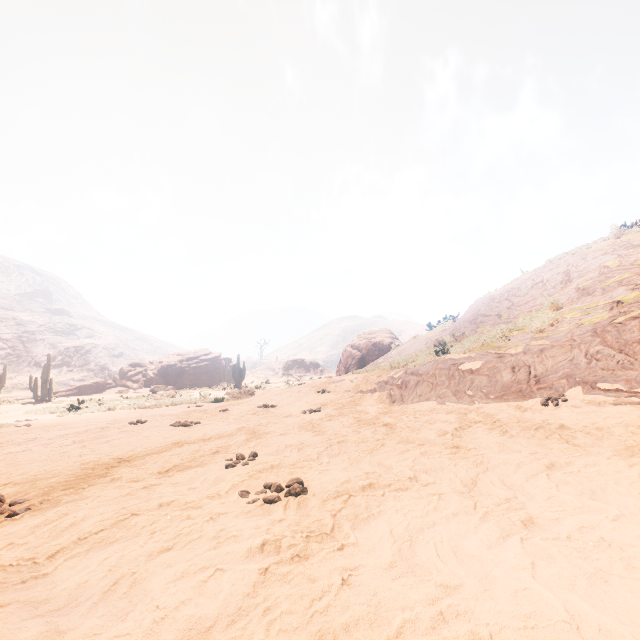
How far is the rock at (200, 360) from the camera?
35.72m

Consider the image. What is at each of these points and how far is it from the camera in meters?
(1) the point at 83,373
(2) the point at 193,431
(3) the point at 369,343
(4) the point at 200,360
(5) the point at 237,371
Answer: (1) z, 59.2 m
(2) z, 7.0 m
(3) instancedfoliageactor, 24.6 m
(4) rock, 39.7 m
(5) instancedfoliageactor, 27.3 m

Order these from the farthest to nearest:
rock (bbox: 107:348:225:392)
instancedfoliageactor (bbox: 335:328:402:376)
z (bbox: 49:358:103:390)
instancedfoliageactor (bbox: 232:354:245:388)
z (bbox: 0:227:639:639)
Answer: z (bbox: 49:358:103:390) → rock (bbox: 107:348:225:392) → instancedfoliageactor (bbox: 232:354:245:388) → instancedfoliageactor (bbox: 335:328:402:376) → z (bbox: 0:227:639:639)

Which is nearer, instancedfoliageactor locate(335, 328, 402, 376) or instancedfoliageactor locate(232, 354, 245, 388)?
instancedfoliageactor locate(335, 328, 402, 376)

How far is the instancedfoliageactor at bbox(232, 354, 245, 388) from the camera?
27.2 meters

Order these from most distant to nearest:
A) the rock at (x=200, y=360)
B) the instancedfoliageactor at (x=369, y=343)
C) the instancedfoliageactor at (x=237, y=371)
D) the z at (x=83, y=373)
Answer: the z at (x=83, y=373), the rock at (x=200, y=360), the instancedfoliageactor at (x=237, y=371), the instancedfoliageactor at (x=369, y=343)

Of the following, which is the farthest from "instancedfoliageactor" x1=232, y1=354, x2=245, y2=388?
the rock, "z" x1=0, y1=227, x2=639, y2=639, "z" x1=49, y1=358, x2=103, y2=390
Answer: "z" x1=49, y1=358, x2=103, y2=390
